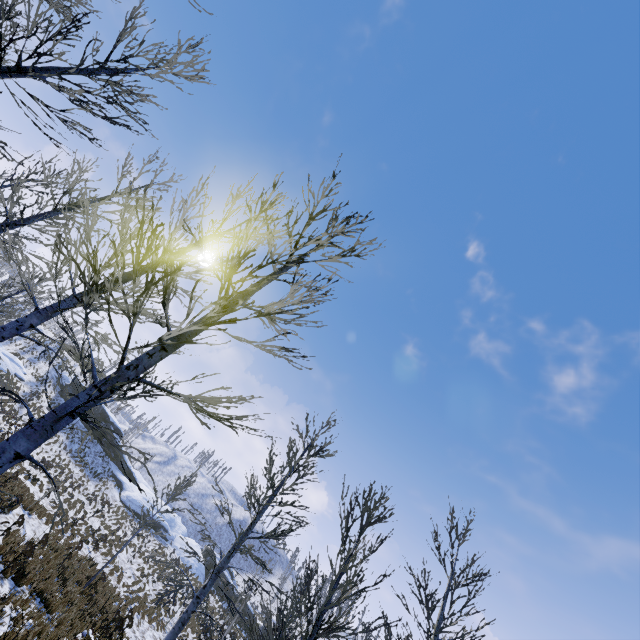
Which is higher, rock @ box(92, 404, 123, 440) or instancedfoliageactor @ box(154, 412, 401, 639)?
rock @ box(92, 404, 123, 440)

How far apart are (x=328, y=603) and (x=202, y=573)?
42.0 meters

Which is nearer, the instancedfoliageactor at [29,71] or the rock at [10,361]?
the instancedfoliageactor at [29,71]

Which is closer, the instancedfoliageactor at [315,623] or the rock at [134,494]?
the instancedfoliageactor at [315,623]

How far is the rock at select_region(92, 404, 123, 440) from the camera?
42.1m

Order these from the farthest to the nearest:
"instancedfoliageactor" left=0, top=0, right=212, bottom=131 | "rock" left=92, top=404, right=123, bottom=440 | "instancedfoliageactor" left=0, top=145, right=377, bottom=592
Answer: "rock" left=92, top=404, right=123, bottom=440
"instancedfoliageactor" left=0, top=0, right=212, bottom=131
"instancedfoliageactor" left=0, top=145, right=377, bottom=592

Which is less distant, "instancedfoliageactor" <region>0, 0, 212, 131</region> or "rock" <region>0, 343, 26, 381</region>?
"instancedfoliageactor" <region>0, 0, 212, 131</region>

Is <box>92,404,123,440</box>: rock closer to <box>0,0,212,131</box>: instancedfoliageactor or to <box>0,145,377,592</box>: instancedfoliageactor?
<box>0,145,377,592</box>: instancedfoliageactor
